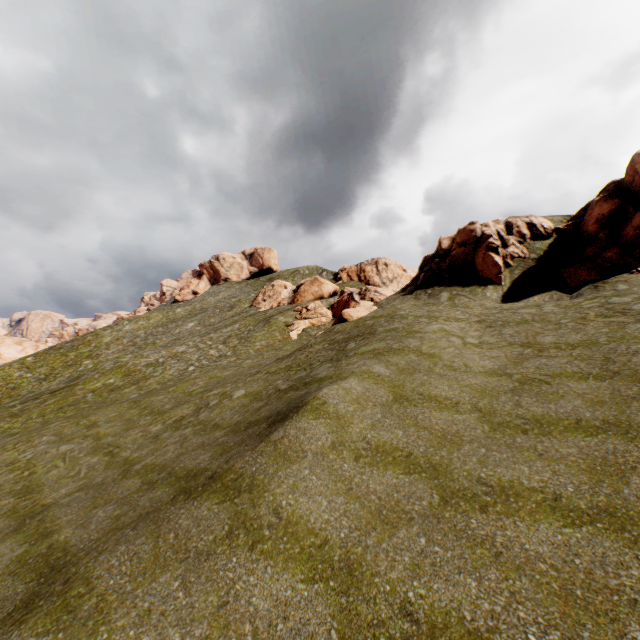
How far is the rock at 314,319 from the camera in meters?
26.0 m

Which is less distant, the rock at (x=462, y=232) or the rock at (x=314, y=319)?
the rock at (x=462, y=232)

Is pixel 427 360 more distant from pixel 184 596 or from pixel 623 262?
pixel 623 262

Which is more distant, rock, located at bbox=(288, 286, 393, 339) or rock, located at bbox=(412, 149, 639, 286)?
rock, located at bbox=(288, 286, 393, 339)

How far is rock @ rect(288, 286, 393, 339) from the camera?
26.0m
